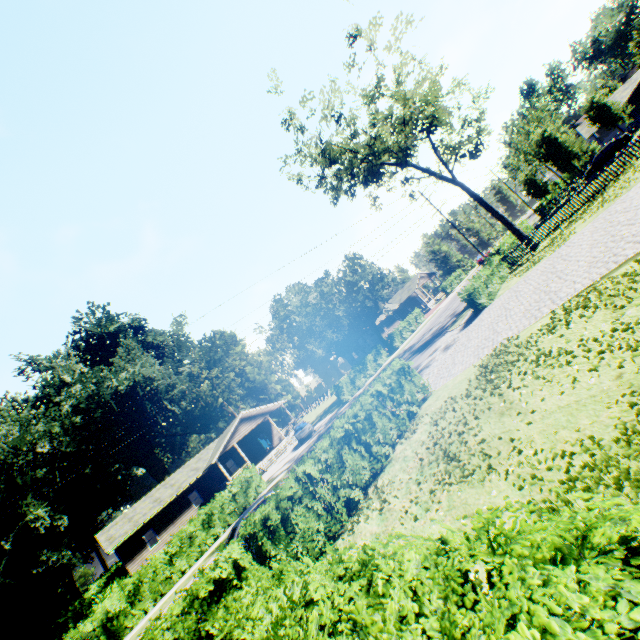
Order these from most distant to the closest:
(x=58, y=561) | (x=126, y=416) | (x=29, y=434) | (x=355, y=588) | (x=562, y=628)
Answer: (x=126, y=416) → (x=29, y=434) → (x=58, y=561) → (x=355, y=588) → (x=562, y=628)

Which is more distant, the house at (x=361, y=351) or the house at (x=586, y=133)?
the house at (x=361, y=351)

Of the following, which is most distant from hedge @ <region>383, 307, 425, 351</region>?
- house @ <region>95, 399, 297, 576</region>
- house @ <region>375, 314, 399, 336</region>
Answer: house @ <region>95, 399, 297, 576</region>

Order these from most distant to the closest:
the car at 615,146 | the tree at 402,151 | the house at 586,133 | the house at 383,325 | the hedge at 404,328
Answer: the house at 383,325
the house at 586,133
the hedge at 404,328
the car at 615,146
the tree at 402,151

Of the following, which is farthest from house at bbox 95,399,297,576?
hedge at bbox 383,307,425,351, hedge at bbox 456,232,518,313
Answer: hedge at bbox 383,307,425,351

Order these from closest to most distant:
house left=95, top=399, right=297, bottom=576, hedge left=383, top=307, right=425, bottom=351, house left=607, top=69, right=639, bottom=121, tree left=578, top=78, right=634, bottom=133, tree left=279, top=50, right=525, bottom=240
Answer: tree left=279, top=50, right=525, bottom=240 → house left=95, top=399, right=297, bottom=576 → tree left=578, top=78, right=634, bottom=133 → house left=607, top=69, right=639, bottom=121 → hedge left=383, top=307, right=425, bottom=351

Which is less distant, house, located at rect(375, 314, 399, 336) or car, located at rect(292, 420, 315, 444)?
car, located at rect(292, 420, 315, 444)

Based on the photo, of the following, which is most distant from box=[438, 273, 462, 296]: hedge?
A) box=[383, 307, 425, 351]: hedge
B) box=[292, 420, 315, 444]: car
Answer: box=[292, 420, 315, 444]: car
